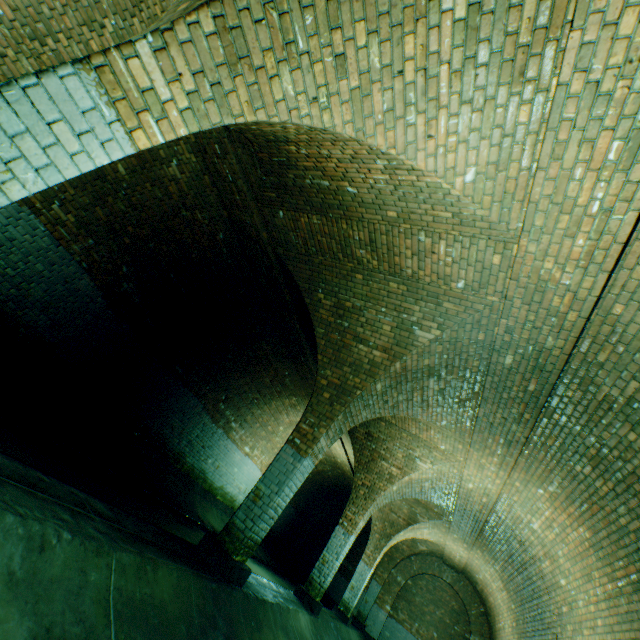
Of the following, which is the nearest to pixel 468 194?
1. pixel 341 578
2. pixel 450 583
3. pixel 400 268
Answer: pixel 400 268

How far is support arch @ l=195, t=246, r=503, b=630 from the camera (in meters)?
4.62

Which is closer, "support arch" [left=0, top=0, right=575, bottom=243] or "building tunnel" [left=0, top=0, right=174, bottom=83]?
"support arch" [left=0, top=0, right=575, bottom=243]

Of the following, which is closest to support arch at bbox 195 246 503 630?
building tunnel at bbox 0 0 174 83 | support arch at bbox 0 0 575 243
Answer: building tunnel at bbox 0 0 174 83

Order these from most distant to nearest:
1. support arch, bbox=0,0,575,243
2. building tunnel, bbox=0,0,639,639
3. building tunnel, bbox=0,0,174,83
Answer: building tunnel, bbox=0,0,174,83, building tunnel, bbox=0,0,639,639, support arch, bbox=0,0,575,243

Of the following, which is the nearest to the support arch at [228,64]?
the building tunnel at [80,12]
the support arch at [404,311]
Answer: the building tunnel at [80,12]

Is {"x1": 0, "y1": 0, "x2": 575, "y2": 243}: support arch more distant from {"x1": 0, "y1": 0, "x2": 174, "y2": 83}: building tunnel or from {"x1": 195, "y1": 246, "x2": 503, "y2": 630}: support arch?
Result: {"x1": 195, "y1": 246, "x2": 503, "y2": 630}: support arch
